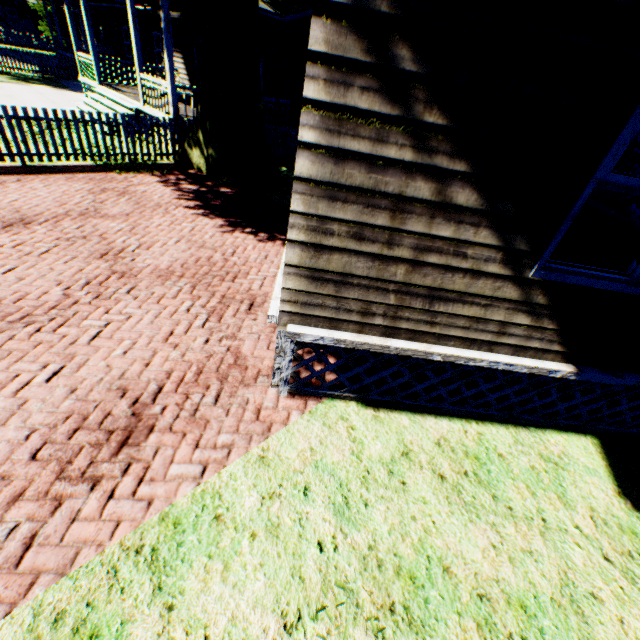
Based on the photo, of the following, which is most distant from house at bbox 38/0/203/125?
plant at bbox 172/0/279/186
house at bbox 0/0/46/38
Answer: house at bbox 0/0/46/38

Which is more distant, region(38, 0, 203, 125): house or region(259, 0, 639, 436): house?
region(38, 0, 203, 125): house

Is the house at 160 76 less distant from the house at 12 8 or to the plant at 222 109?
the plant at 222 109

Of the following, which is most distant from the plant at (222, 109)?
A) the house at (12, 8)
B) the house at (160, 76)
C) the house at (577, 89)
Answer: the house at (12, 8)

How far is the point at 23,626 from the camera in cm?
199

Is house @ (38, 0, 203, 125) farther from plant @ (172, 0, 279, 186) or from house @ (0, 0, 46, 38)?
house @ (0, 0, 46, 38)

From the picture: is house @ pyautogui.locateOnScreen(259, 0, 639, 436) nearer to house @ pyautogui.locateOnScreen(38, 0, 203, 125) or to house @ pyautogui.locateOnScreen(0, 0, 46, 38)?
house @ pyautogui.locateOnScreen(38, 0, 203, 125)

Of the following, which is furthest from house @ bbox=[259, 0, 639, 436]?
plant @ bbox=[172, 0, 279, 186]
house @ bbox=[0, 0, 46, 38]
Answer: house @ bbox=[0, 0, 46, 38]
